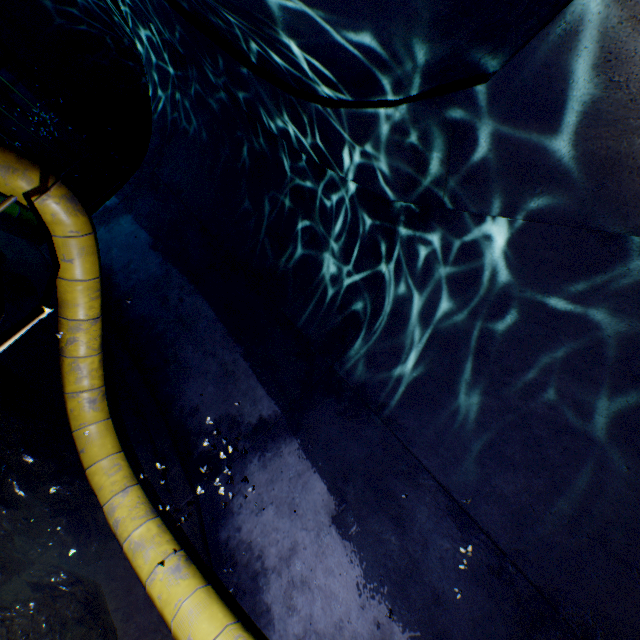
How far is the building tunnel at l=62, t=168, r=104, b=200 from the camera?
4.4m

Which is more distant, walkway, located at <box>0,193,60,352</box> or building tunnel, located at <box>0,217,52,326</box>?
building tunnel, located at <box>0,217,52,326</box>

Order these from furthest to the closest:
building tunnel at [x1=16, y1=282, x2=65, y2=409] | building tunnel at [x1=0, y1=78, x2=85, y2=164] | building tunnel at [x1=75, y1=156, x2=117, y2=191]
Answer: building tunnel at [x1=75, y1=156, x2=117, y2=191], building tunnel at [x1=0, y1=78, x2=85, y2=164], building tunnel at [x1=16, y1=282, x2=65, y2=409]

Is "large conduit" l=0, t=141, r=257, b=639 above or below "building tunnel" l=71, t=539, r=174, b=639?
above

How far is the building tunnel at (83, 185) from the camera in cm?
445

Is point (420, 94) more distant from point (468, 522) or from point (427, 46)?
point (468, 522)
